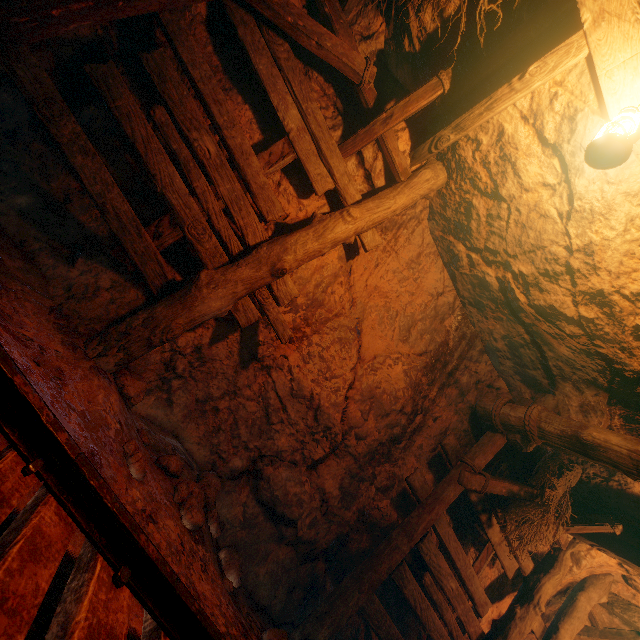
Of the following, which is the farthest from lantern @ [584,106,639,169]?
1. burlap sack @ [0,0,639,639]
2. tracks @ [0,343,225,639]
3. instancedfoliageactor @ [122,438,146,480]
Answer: instancedfoliageactor @ [122,438,146,480]

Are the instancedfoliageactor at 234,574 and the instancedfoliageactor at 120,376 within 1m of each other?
no

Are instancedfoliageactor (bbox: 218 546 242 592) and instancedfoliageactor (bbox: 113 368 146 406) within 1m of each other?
no

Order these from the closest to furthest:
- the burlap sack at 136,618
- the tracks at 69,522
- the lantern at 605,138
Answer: the tracks at 69,522 → the burlap sack at 136,618 → the lantern at 605,138

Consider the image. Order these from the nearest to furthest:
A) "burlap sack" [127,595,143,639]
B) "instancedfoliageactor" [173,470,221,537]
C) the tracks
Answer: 1. the tracks
2. "burlap sack" [127,595,143,639]
3. "instancedfoliageactor" [173,470,221,537]

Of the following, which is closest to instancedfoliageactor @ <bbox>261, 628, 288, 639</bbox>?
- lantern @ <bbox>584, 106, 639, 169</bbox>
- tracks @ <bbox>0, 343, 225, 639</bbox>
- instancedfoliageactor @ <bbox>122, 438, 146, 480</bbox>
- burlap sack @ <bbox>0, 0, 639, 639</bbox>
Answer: burlap sack @ <bbox>0, 0, 639, 639</bbox>

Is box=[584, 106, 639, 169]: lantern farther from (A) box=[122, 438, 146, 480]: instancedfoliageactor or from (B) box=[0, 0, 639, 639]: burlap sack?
(A) box=[122, 438, 146, 480]: instancedfoliageactor

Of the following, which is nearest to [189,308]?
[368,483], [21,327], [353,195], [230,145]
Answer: [21,327]
